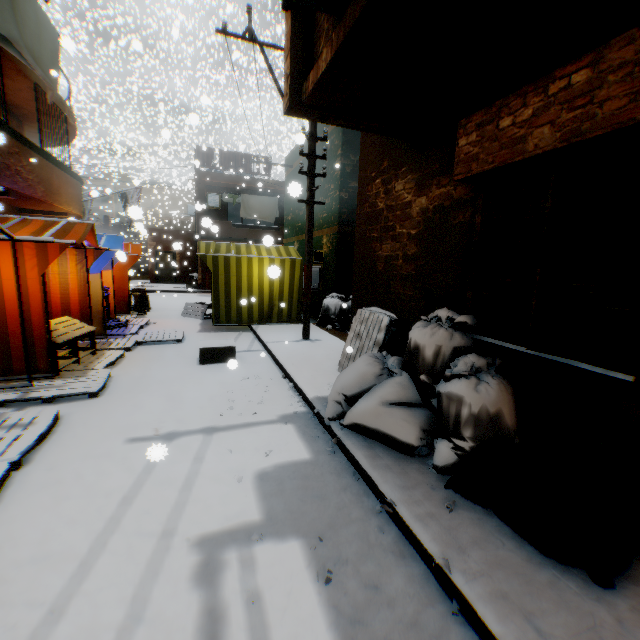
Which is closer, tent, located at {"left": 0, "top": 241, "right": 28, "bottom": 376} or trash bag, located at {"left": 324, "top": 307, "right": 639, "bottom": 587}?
trash bag, located at {"left": 324, "top": 307, "right": 639, "bottom": 587}

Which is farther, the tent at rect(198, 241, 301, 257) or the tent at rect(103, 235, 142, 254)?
the tent at rect(198, 241, 301, 257)

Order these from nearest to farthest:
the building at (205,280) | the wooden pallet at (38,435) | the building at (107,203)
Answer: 1. the wooden pallet at (38,435)
2. the building at (205,280)
3. the building at (107,203)

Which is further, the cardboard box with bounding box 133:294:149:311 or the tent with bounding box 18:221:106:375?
the cardboard box with bounding box 133:294:149:311

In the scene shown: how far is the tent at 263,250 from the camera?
9.8 meters

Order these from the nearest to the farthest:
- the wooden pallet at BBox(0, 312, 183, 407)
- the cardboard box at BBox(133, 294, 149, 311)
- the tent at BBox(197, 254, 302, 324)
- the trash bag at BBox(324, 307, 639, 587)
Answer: the trash bag at BBox(324, 307, 639, 587) < the wooden pallet at BBox(0, 312, 183, 407) < the tent at BBox(197, 254, 302, 324) < the cardboard box at BBox(133, 294, 149, 311)

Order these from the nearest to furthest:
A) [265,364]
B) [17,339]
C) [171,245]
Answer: [17,339] → [265,364] → [171,245]

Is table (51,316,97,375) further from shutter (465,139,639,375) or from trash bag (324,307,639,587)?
shutter (465,139,639,375)
